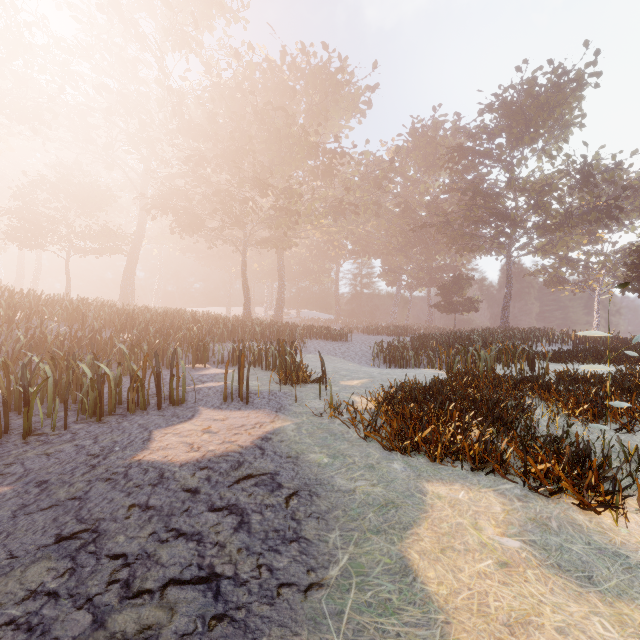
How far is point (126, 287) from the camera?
36.1 meters
